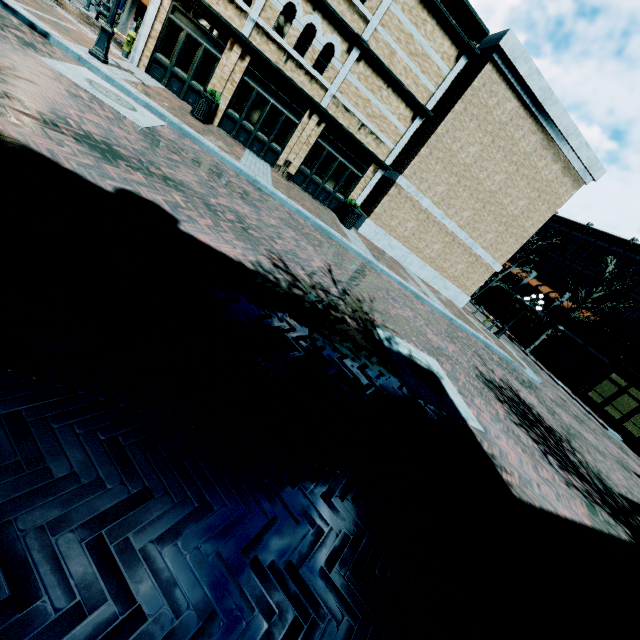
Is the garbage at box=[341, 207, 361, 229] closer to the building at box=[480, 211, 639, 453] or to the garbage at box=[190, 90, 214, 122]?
the building at box=[480, 211, 639, 453]

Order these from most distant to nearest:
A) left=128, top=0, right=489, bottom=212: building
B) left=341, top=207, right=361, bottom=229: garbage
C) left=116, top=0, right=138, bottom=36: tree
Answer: left=116, top=0, right=138, bottom=36: tree < left=341, top=207, right=361, bottom=229: garbage < left=128, top=0, right=489, bottom=212: building

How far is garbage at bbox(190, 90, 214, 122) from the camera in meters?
11.8

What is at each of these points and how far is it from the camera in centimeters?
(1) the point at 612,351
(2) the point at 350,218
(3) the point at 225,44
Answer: (1) building, 2820cm
(2) garbage, 1504cm
(3) building, 1291cm

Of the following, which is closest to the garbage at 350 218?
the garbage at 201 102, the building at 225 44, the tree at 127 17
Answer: the building at 225 44

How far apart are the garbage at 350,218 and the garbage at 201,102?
6.82m

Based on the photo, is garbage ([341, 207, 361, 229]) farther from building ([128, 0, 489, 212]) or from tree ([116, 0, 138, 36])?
tree ([116, 0, 138, 36])

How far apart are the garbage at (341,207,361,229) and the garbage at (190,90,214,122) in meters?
6.8
